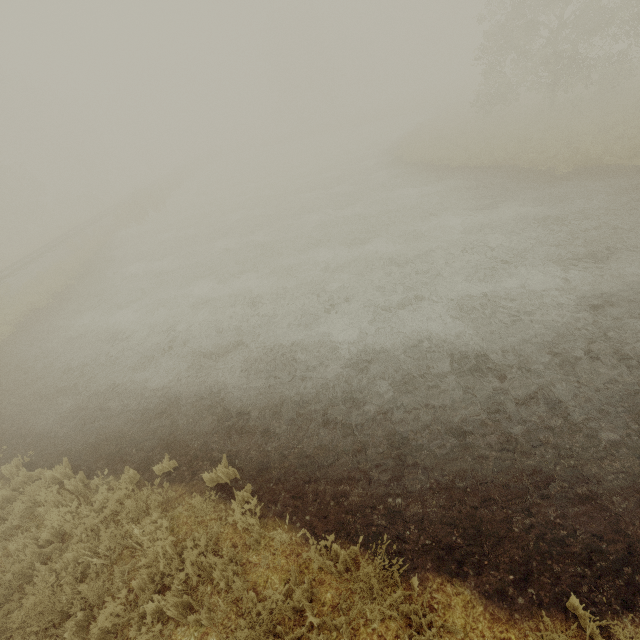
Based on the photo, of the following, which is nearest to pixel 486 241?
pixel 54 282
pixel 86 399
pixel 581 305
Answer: pixel 581 305
